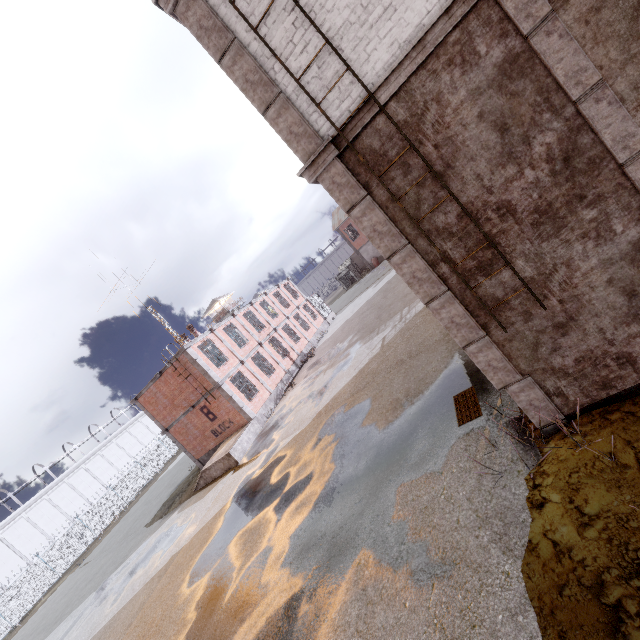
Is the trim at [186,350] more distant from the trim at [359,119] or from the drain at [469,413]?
the drain at [469,413]

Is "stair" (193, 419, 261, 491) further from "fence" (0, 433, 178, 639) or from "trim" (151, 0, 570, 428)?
"fence" (0, 433, 178, 639)

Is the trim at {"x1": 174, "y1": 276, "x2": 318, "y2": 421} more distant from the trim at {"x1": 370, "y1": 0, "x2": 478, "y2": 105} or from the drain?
the drain

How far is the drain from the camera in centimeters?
712cm

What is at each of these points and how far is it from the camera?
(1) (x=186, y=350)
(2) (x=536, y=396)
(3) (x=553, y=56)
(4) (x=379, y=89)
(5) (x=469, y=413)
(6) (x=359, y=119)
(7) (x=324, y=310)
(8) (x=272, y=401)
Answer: (1) trim, 19.8m
(2) trim, 5.4m
(3) trim, 3.9m
(4) trim, 4.5m
(5) drain, 7.3m
(6) trim, 4.7m
(7) cage, 37.7m
(8) foundation, 22.7m

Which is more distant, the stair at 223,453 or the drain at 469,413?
the stair at 223,453

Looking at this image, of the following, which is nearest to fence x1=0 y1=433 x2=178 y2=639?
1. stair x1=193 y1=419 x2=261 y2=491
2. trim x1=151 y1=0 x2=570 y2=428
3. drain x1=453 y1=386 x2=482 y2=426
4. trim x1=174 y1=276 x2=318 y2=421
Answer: trim x1=151 y1=0 x2=570 y2=428

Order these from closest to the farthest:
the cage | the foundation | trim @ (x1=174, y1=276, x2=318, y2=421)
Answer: trim @ (x1=174, y1=276, x2=318, y2=421) → the foundation → the cage
